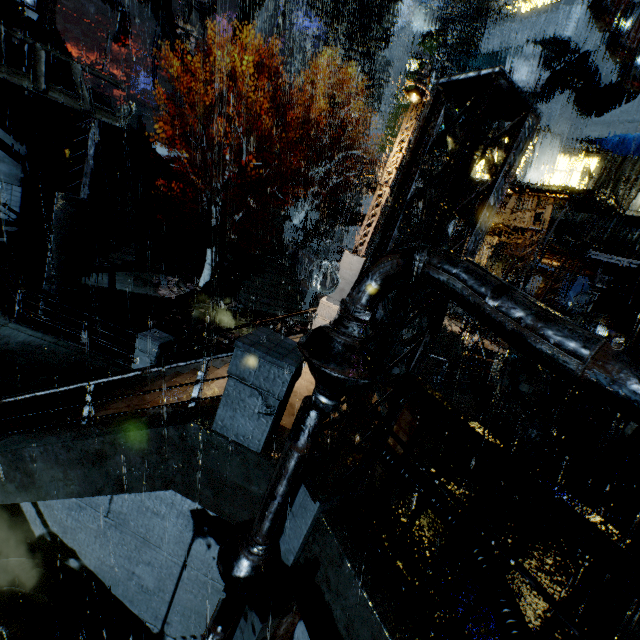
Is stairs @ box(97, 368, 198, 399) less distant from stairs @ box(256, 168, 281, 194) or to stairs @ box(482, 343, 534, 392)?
stairs @ box(482, 343, 534, 392)

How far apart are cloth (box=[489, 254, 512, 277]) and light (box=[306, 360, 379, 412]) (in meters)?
21.55

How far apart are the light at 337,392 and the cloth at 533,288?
21.6 meters

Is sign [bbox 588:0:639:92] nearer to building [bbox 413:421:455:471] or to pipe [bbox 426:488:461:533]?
building [bbox 413:421:455:471]

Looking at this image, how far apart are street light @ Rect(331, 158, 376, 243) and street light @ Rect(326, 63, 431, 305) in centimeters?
1419cm

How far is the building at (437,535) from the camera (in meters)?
3.61

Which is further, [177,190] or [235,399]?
[177,190]
